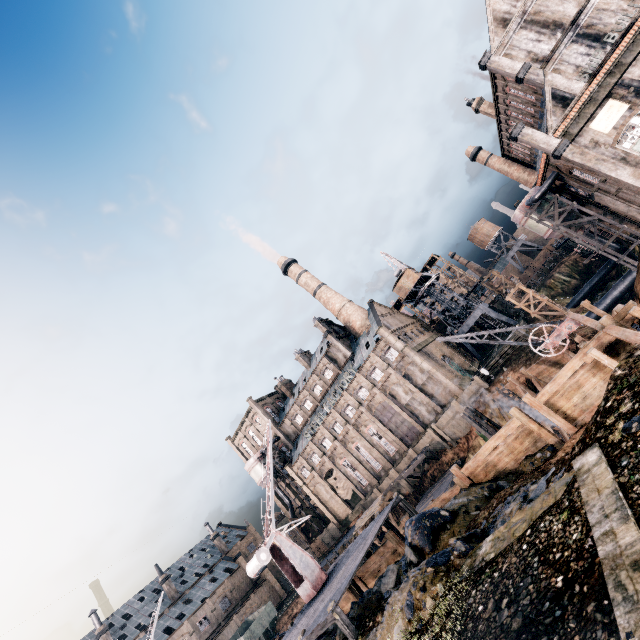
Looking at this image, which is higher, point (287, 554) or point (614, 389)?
point (287, 554)

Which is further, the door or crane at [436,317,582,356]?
the door

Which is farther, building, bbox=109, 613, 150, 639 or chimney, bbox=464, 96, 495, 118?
building, bbox=109, 613, 150, 639

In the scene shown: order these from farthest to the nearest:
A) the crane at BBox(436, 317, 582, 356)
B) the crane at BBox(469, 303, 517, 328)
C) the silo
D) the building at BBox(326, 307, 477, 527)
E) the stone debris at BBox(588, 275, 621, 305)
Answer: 1. the crane at BBox(469, 303, 517, 328)
2. the stone debris at BBox(588, 275, 621, 305)
3. the building at BBox(326, 307, 477, 527)
4. the silo
5. the crane at BBox(436, 317, 582, 356)

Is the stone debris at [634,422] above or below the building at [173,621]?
below

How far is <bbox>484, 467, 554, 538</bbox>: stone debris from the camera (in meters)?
9.79

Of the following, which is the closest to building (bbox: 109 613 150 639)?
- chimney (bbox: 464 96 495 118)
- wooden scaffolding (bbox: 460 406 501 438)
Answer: wooden scaffolding (bbox: 460 406 501 438)

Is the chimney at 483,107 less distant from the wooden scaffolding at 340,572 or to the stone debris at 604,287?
the stone debris at 604,287
